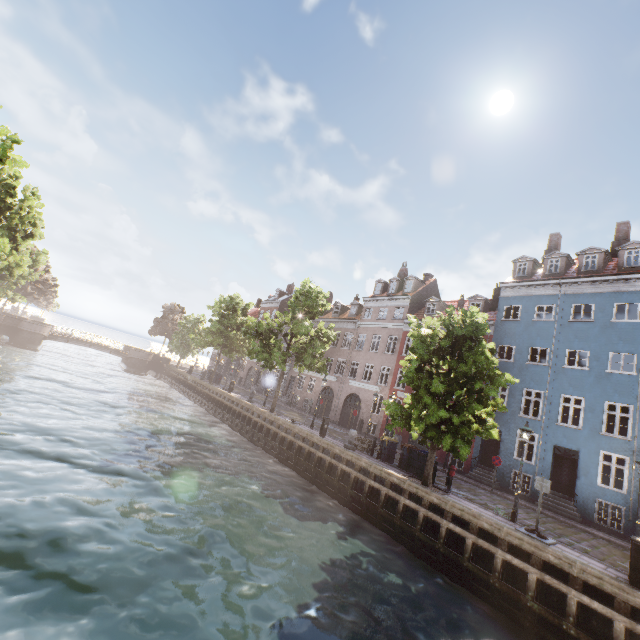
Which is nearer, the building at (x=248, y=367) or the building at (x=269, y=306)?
the building at (x=248, y=367)

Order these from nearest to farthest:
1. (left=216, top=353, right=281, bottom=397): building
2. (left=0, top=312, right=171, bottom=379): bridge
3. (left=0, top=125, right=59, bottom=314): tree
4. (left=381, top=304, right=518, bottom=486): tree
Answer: (left=381, top=304, right=518, bottom=486): tree < (left=0, top=125, right=59, bottom=314): tree < (left=0, top=312, right=171, bottom=379): bridge < (left=216, top=353, right=281, bottom=397): building

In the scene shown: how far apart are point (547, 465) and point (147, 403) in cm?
2964

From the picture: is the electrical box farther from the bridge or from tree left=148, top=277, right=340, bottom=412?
the bridge

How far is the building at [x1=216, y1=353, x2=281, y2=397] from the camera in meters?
43.6

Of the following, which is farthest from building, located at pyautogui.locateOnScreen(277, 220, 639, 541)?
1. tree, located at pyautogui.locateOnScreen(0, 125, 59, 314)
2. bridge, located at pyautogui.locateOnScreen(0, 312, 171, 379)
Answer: bridge, located at pyautogui.locateOnScreen(0, 312, 171, 379)

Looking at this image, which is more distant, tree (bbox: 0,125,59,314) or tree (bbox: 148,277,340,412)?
tree (bbox: 148,277,340,412)

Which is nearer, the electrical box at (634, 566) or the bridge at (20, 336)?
the electrical box at (634, 566)
